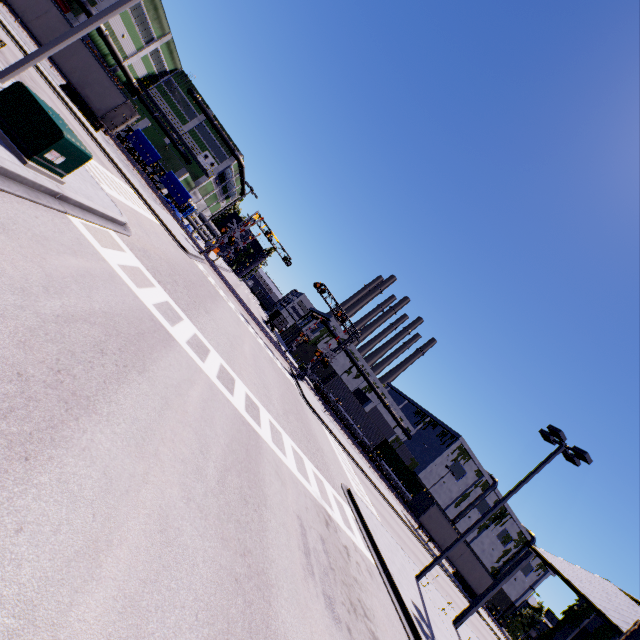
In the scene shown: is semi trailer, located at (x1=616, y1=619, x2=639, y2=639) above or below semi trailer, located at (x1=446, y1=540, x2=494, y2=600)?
above

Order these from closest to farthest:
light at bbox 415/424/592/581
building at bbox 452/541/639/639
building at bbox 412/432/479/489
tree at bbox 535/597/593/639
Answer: building at bbox 452/541/639/639 < light at bbox 415/424/592/581 < tree at bbox 535/597/593/639 < building at bbox 412/432/479/489

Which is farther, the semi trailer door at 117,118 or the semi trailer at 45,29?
the semi trailer door at 117,118

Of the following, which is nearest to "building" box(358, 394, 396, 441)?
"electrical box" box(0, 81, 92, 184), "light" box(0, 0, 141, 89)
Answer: "light" box(0, 0, 141, 89)

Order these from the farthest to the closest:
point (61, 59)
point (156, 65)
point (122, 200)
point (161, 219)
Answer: point (156, 65), point (61, 59), point (161, 219), point (122, 200)

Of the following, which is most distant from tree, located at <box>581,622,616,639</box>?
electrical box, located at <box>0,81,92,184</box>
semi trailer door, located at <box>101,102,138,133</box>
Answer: semi trailer door, located at <box>101,102,138,133</box>

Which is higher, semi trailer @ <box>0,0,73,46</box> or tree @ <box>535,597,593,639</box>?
tree @ <box>535,597,593,639</box>

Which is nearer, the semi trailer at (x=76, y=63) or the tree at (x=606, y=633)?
the tree at (x=606, y=633)
